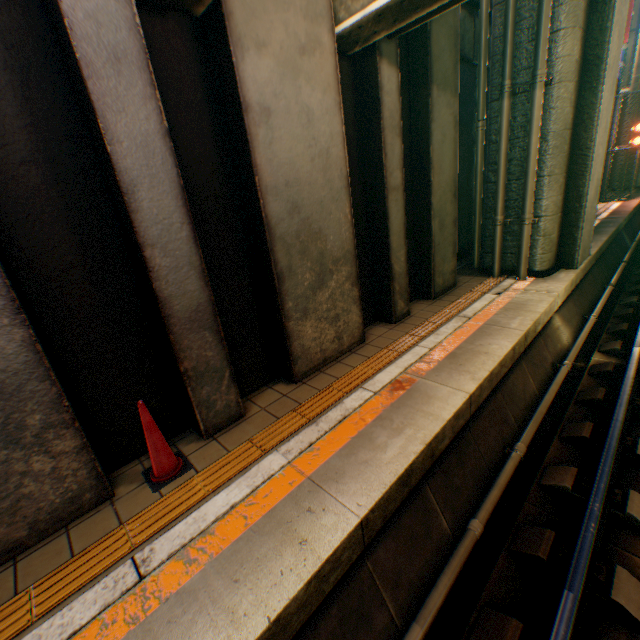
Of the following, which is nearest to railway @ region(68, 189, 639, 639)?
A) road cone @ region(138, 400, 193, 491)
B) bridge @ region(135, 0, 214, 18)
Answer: road cone @ region(138, 400, 193, 491)

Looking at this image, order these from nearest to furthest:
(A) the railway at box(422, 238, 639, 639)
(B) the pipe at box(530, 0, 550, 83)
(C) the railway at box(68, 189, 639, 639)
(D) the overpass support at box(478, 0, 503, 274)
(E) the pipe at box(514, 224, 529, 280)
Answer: (C) the railway at box(68, 189, 639, 639) < (A) the railway at box(422, 238, 639, 639) < (B) the pipe at box(530, 0, 550, 83) < (D) the overpass support at box(478, 0, 503, 274) < (E) the pipe at box(514, 224, 529, 280)

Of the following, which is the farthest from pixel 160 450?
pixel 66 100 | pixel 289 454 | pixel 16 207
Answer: pixel 66 100

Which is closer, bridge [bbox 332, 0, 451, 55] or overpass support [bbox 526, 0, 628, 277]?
bridge [bbox 332, 0, 451, 55]

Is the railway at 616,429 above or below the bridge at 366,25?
below

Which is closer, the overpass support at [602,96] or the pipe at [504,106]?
the overpass support at [602,96]

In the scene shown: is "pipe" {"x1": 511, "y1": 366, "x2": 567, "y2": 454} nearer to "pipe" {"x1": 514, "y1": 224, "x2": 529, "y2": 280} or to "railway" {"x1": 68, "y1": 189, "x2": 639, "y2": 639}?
"railway" {"x1": 68, "y1": 189, "x2": 639, "y2": 639}

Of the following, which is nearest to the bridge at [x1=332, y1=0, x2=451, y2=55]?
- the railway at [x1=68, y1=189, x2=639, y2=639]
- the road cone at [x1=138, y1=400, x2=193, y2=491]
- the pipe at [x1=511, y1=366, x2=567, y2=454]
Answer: the road cone at [x1=138, y1=400, x2=193, y2=491]
